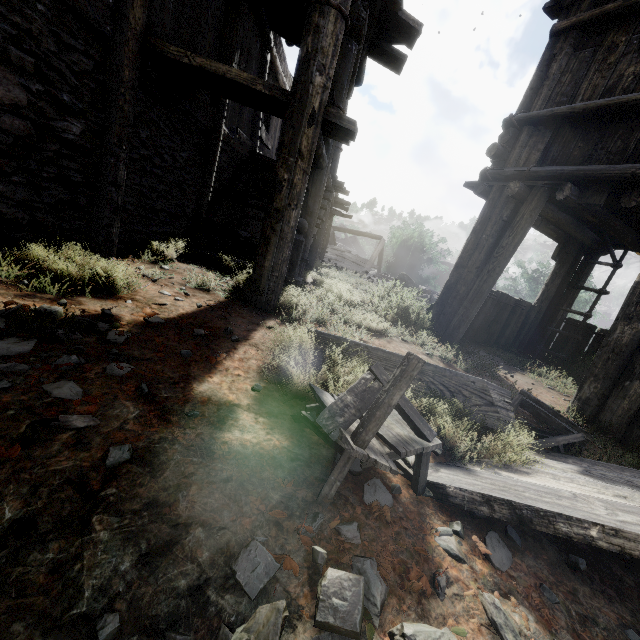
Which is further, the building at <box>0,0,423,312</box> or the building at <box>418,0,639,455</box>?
the building at <box>418,0,639,455</box>

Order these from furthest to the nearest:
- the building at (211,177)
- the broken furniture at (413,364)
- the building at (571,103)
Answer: the building at (571,103) < the building at (211,177) < the broken furniture at (413,364)

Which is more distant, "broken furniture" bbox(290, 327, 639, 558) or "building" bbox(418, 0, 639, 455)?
"building" bbox(418, 0, 639, 455)

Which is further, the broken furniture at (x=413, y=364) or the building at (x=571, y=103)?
the building at (x=571, y=103)

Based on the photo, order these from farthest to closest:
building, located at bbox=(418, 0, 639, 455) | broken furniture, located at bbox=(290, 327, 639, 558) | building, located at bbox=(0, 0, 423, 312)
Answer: building, located at bbox=(418, 0, 639, 455), building, located at bbox=(0, 0, 423, 312), broken furniture, located at bbox=(290, 327, 639, 558)

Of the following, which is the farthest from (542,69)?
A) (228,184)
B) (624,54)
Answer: (228,184)
